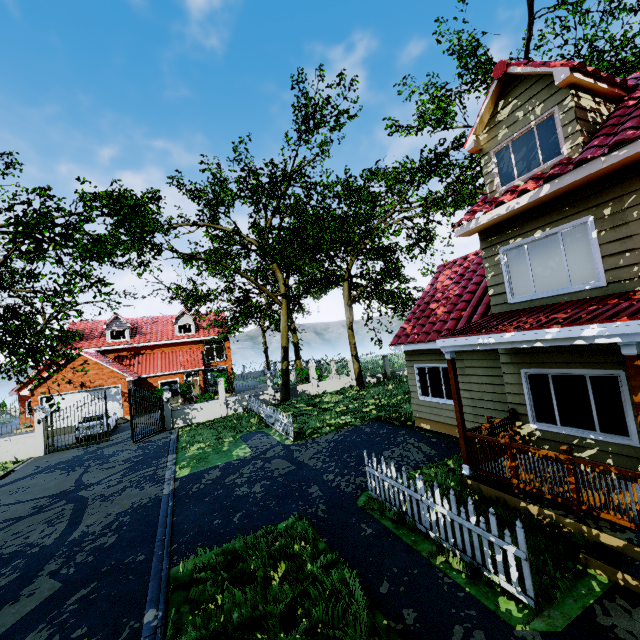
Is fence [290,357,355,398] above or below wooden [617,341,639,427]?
below

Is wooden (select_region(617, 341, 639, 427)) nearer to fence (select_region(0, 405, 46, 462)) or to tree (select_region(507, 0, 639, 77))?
tree (select_region(507, 0, 639, 77))

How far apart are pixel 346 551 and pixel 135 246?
10.8 meters

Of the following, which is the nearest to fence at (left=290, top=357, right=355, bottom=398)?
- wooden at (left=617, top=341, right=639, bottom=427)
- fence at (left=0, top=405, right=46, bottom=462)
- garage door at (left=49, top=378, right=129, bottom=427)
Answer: fence at (left=0, top=405, right=46, bottom=462)

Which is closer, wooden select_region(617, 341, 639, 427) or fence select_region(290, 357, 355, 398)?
wooden select_region(617, 341, 639, 427)

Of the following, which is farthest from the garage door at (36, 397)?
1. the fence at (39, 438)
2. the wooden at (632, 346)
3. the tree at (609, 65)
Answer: the wooden at (632, 346)

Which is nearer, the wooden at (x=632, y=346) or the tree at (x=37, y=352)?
the wooden at (x=632, y=346)
